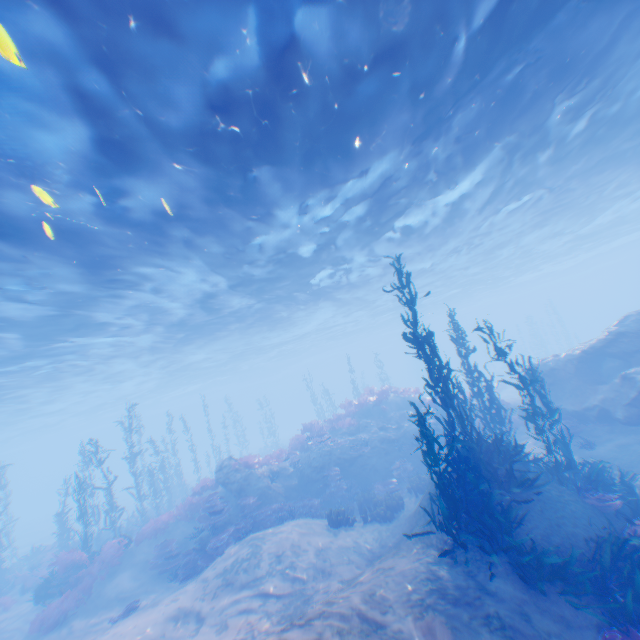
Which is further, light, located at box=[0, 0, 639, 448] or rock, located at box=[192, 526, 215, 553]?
rock, located at box=[192, 526, 215, 553]

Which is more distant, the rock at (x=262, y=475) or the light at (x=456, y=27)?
A: the rock at (x=262, y=475)

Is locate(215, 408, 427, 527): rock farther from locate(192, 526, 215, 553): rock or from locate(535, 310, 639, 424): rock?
locate(535, 310, 639, 424): rock

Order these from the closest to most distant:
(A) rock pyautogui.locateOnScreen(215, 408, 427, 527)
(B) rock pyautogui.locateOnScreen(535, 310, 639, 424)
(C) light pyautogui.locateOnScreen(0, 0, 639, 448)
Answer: (C) light pyautogui.locateOnScreen(0, 0, 639, 448) < (B) rock pyautogui.locateOnScreen(535, 310, 639, 424) < (A) rock pyautogui.locateOnScreen(215, 408, 427, 527)

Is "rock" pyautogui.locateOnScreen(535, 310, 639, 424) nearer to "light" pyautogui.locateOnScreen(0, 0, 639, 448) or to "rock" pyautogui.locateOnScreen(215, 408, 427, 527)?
"light" pyautogui.locateOnScreen(0, 0, 639, 448)

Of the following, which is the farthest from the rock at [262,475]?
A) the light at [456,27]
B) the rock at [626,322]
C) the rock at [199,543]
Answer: the light at [456,27]

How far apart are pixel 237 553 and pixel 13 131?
13.0m
